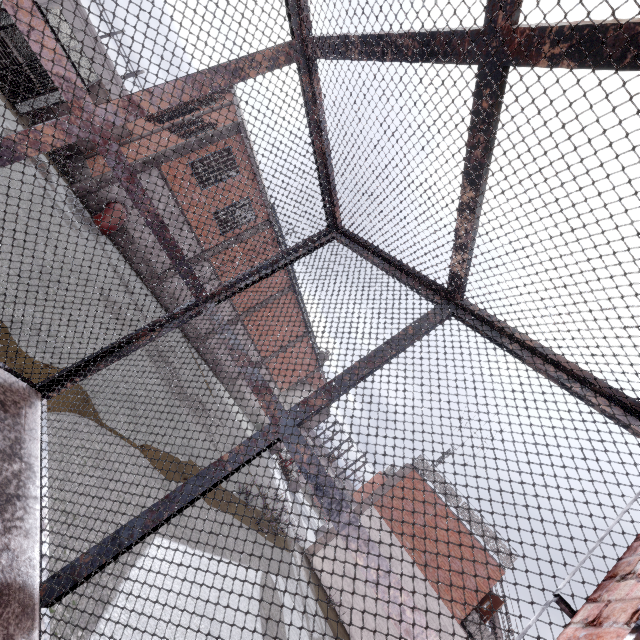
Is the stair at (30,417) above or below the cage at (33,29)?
below

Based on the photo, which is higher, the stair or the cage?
the cage

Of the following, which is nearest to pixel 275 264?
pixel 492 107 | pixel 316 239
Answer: pixel 316 239
